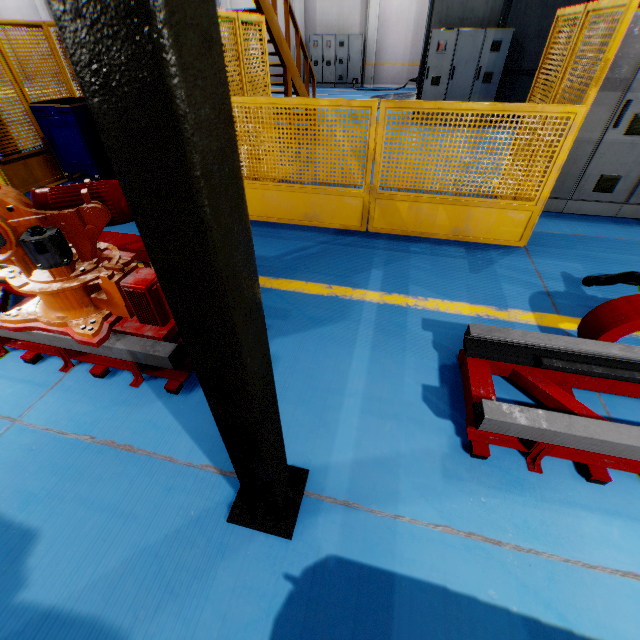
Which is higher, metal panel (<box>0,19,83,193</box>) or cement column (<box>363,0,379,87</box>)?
cement column (<box>363,0,379,87</box>)

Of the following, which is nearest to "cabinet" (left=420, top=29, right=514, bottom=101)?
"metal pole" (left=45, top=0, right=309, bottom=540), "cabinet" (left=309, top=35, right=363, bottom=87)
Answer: "cabinet" (left=309, top=35, right=363, bottom=87)

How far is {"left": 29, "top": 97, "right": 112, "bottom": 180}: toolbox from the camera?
5.3m

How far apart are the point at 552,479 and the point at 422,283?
2.07m

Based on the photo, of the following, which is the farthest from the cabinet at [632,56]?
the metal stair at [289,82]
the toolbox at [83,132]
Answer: the toolbox at [83,132]

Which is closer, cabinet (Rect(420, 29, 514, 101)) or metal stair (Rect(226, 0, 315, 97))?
metal stair (Rect(226, 0, 315, 97))

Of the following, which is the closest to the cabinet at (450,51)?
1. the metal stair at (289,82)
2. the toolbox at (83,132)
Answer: the metal stair at (289,82)

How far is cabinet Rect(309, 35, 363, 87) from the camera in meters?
16.7 m
